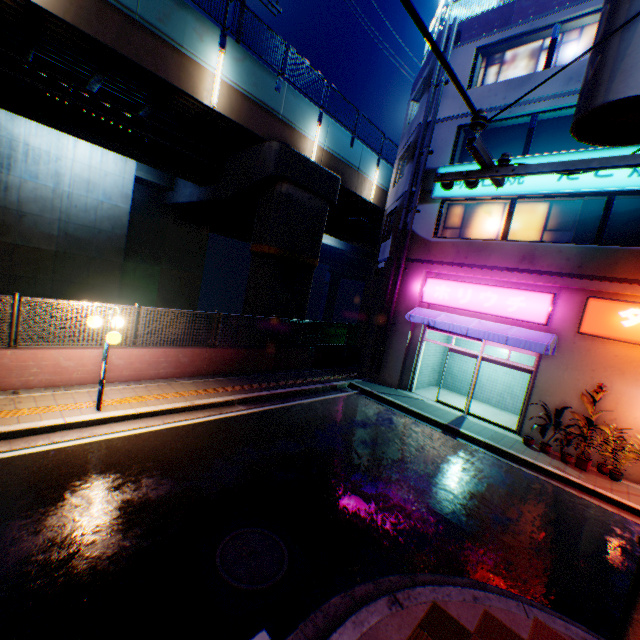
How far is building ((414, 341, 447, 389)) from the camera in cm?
1483

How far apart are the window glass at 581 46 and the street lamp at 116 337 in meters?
15.6

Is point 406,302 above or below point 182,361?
above

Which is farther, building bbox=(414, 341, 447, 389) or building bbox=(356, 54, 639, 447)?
building bbox=(414, 341, 447, 389)

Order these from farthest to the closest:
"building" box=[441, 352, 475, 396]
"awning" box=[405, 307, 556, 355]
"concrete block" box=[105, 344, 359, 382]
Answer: "building" box=[441, 352, 475, 396]
"awning" box=[405, 307, 556, 355]
"concrete block" box=[105, 344, 359, 382]

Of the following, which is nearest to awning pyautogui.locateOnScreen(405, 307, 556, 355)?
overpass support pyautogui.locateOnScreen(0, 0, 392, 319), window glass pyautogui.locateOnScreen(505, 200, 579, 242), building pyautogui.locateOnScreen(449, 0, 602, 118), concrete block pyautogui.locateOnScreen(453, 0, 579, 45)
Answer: building pyautogui.locateOnScreen(449, 0, 602, 118)

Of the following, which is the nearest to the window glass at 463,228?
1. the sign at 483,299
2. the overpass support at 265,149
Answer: the sign at 483,299

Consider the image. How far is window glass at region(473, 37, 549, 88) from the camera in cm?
1189
